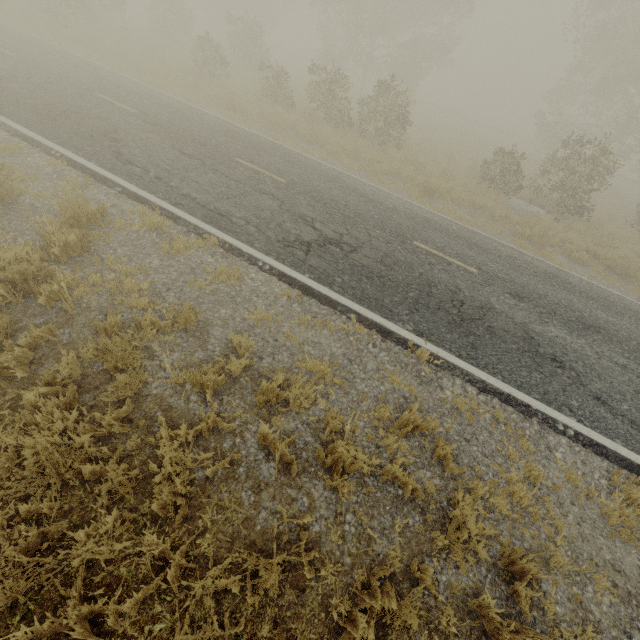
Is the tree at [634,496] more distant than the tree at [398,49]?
No

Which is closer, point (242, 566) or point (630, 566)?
point (242, 566)

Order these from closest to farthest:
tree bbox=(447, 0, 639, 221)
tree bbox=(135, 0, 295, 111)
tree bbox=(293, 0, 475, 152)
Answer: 1. tree bbox=(447, 0, 639, 221)
2. tree bbox=(293, 0, 475, 152)
3. tree bbox=(135, 0, 295, 111)

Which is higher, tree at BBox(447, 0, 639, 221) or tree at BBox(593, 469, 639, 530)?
tree at BBox(447, 0, 639, 221)

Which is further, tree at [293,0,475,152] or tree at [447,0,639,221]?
tree at [293,0,475,152]
